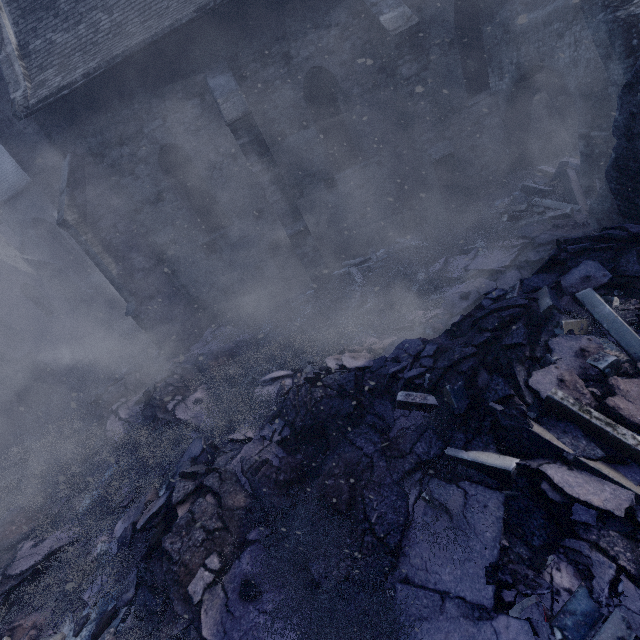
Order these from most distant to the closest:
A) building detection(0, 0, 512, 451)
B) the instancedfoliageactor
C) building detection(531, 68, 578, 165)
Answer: building detection(531, 68, 578, 165)
building detection(0, 0, 512, 451)
the instancedfoliageactor

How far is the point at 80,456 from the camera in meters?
7.7 m

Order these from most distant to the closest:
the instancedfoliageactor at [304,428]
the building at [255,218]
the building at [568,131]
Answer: the building at [568,131] < the building at [255,218] < the instancedfoliageactor at [304,428]

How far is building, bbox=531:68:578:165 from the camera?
8.9 meters

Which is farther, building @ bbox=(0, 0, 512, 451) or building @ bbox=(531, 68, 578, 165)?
building @ bbox=(531, 68, 578, 165)

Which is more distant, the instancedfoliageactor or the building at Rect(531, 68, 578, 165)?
the building at Rect(531, 68, 578, 165)

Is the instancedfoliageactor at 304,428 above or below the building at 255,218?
below
